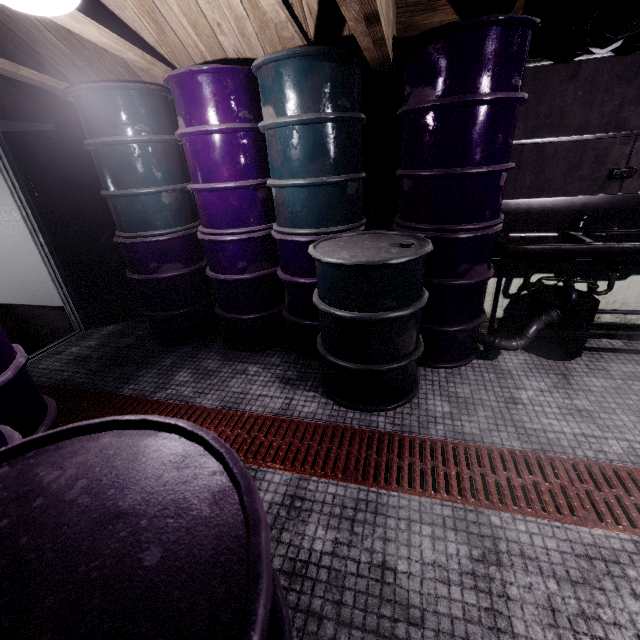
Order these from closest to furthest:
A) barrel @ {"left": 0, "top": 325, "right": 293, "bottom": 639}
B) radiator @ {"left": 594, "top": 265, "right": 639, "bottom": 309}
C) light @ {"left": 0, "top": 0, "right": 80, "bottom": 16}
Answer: barrel @ {"left": 0, "top": 325, "right": 293, "bottom": 639} → light @ {"left": 0, "top": 0, "right": 80, "bottom": 16} → radiator @ {"left": 594, "top": 265, "right": 639, "bottom": 309}

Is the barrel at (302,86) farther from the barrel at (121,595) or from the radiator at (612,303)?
the barrel at (121,595)

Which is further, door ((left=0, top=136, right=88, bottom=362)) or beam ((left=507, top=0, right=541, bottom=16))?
door ((left=0, top=136, right=88, bottom=362))

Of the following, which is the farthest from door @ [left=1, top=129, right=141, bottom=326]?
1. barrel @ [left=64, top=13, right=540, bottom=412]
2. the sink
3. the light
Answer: the sink

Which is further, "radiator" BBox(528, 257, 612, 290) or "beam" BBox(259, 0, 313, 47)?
"radiator" BBox(528, 257, 612, 290)

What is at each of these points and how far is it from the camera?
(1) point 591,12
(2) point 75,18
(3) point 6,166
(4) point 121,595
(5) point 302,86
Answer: (1) pipe, 1.80m
(2) beam, 1.64m
(3) door, 2.80m
(4) barrel, 0.44m
(5) barrel, 1.88m

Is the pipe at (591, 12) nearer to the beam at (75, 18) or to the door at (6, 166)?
the beam at (75, 18)

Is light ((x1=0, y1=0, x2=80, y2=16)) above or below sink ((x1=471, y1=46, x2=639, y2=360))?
above
